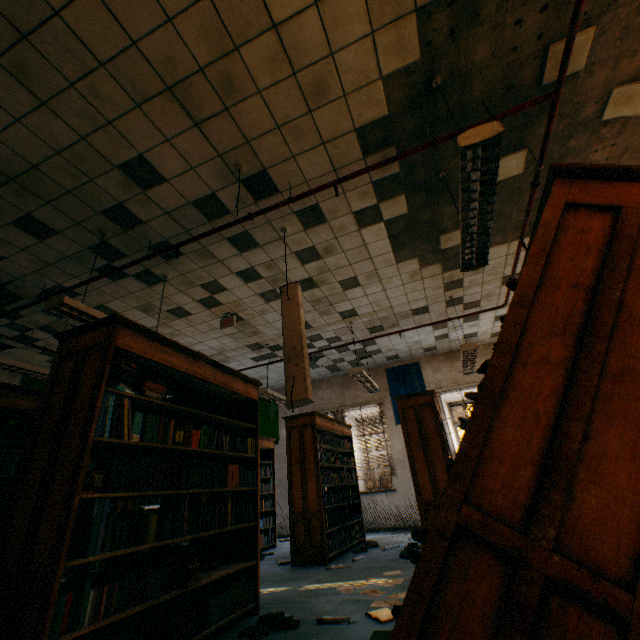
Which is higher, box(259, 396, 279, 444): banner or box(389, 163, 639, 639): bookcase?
box(259, 396, 279, 444): banner

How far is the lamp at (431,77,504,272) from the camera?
2.1 meters

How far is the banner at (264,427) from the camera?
9.7 meters

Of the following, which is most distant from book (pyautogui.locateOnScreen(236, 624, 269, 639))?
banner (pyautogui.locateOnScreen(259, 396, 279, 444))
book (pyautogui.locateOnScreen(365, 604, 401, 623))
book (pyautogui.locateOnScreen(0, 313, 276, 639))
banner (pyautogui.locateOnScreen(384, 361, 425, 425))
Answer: banner (pyautogui.locateOnScreen(259, 396, 279, 444))

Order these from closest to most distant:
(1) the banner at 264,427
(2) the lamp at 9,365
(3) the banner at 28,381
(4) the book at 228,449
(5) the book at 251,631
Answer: (4) the book at 228,449 → (5) the book at 251,631 → (2) the lamp at 9,365 → (3) the banner at 28,381 → (1) the banner at 264,427

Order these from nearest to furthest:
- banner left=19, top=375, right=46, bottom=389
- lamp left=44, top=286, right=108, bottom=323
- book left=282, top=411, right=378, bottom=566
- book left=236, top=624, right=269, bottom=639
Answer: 1. book left=236, top=624, right=269, bottom=639
2. lamp left=44, top=286, right=108, bottom=323
3. book left=282, top=411, right=378, bottom=566
4. banner left=19, top=375, right=46, bottom=389

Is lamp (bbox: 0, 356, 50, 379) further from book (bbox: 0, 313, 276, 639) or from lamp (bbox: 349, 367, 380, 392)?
lamp (bbox: 349, 367, 380, 392)

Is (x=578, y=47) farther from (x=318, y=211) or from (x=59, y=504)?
(x=59, y=504)
